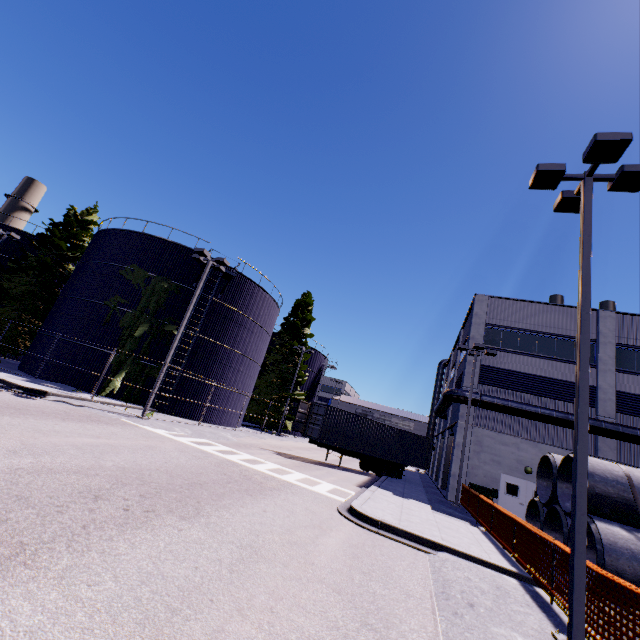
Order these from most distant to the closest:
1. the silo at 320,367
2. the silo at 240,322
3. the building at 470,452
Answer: the silo at 320,367 < the silo at 240,322 < the building at 470,452

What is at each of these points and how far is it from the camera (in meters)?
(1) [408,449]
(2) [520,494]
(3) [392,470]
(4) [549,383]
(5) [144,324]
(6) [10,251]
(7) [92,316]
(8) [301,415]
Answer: (1) cargo container, 25.09
(2) door, 20.25
(3) semi trailer, 23.75
(4) building, 22.00
(5) tree, 22.34
(6) silo, 31.92
(7) silo, 22.81
(8) cargo container door, 22.61

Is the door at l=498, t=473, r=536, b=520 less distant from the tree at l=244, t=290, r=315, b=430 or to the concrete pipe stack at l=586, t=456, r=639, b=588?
the concrete pipe stack at l=586, t=456, r=639, b=588

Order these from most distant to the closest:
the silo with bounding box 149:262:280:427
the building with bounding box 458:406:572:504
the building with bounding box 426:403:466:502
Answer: the silo with bounding box 149:262:280:427 < the building with bounding box 426:403:466:502 < the building with bounding box 458:406:572:504

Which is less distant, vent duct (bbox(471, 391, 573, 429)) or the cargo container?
vent duct (bbox(471, 391, 573, 429))

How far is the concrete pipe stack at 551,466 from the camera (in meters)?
10.95

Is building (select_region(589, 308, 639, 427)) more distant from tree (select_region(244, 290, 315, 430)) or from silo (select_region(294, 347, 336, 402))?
silo (select_region(294, 347, 336, 402))

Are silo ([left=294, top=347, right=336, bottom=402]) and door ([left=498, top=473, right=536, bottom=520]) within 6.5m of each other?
no
